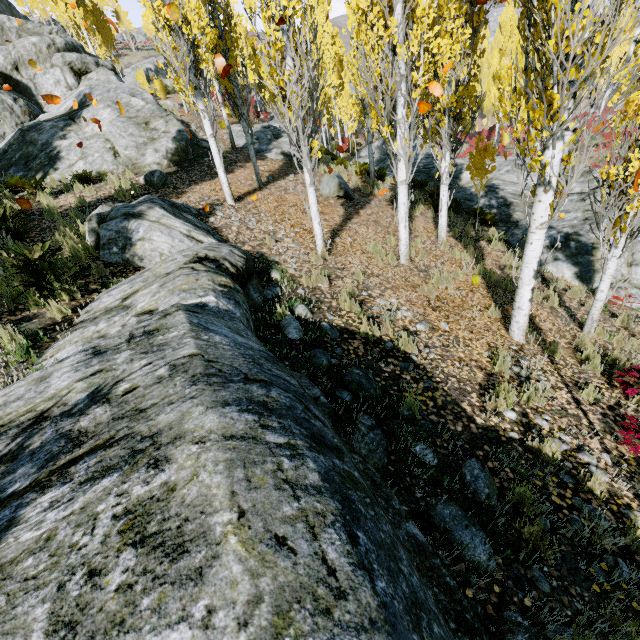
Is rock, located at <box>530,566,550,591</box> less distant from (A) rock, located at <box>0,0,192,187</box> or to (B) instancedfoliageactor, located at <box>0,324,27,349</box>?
(B) instancedfoliageactor, located at <box>0,324,27,349</box>

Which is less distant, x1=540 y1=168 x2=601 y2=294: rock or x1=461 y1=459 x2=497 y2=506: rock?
x1=461 y1=459 x2=497 y2=506: rock

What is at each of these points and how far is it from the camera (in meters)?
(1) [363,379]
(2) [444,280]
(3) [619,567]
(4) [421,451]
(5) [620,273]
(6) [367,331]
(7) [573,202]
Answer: (1) rock, 3.94
(2) instancedfoliageactor, 7.23
(3) instancedfoliageactor, 2.68
(4) rock, 3.24
(5) rock, 8.72
(6) instancedfoliageactor, 4.95
(7) rock, 12.09

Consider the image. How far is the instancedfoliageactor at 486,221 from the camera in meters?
11.4

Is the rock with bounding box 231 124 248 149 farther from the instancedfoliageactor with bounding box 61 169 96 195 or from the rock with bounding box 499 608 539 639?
the rock with bounding box 499 608 539 639

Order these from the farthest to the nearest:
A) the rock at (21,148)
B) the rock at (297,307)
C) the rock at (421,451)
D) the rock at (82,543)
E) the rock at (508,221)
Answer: the rock at (508,221)
the rock at (21,148)
the rock at (297,307)
the rock at (421,451)
the rock at (82,543)

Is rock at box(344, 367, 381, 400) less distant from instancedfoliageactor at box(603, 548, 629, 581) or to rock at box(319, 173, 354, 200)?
instancedfoliageactor at box(603, 548, 629, 581)
